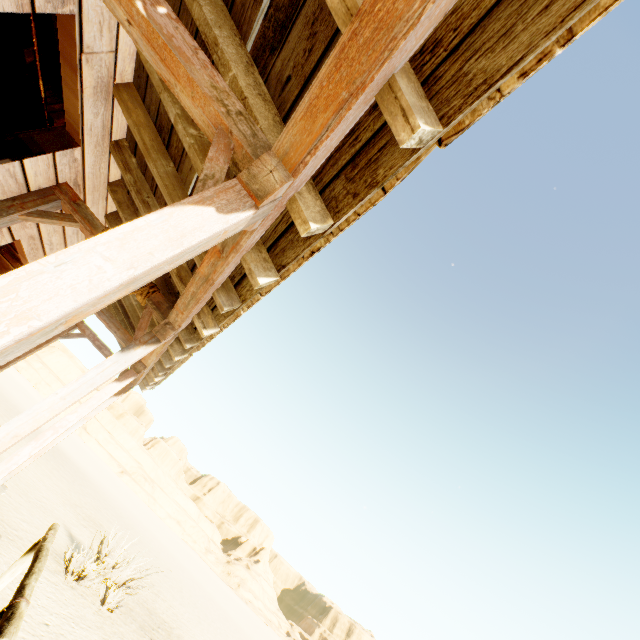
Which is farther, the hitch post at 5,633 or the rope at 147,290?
the rope at 147,290

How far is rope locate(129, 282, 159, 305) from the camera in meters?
3.5

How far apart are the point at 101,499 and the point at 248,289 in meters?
25.6

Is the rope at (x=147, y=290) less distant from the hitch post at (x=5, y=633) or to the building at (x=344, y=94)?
the building at (x=344, y=94)

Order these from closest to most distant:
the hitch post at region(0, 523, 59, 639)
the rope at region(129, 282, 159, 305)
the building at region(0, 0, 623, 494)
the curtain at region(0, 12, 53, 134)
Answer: the building at region(0, 0, 623, 494) < the hitch post at region(0, 523, 59, 639) < the curtain at region(0, 12, 53, 134) < the rope at region(129, 282, 159, 305)

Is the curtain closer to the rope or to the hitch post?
the rope

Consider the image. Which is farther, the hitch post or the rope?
the rope

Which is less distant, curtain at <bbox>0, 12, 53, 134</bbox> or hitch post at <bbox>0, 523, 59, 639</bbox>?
hitch post at <bbox>0, 523, 59, 639</bbox>
